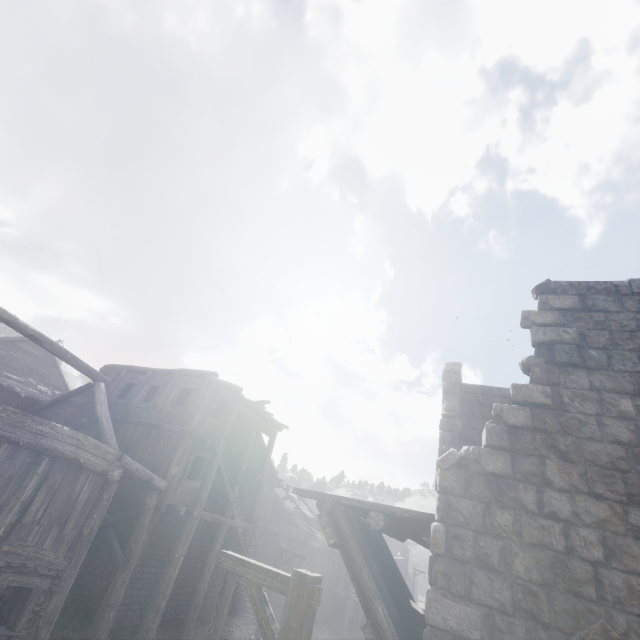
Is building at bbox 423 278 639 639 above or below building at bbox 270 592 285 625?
above

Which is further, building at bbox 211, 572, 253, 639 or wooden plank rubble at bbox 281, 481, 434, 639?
building at bbox 211, 572, 253, 639

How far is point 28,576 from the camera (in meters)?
8.64

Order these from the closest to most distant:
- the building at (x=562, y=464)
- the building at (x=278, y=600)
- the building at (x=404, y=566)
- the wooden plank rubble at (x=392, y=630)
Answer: the building at (x=562, y=464) < the wooden plank rubble at (x=392, y=630) < the building at (x=278, y=600) < the building at (x=404, y=566)

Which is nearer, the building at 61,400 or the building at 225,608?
the building at 61,400

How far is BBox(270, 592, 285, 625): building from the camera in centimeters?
2112cm
